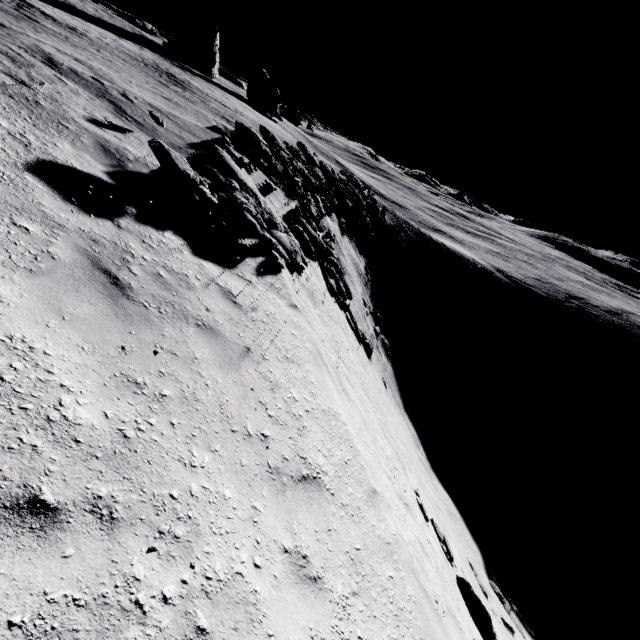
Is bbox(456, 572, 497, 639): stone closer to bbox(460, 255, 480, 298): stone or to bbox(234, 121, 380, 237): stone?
bbox(234, 121, 380, 237): stone

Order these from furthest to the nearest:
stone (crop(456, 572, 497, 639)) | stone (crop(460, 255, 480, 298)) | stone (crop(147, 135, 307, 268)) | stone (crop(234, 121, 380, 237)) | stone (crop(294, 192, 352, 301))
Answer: stone (crop(460, 255, 480, 298))
stone (crop(234, 121, 380, 237))
stone (crop(294, 192, 352, 301))
stone (crop(456, 572, 497, 639))
stone (crop(147, 135, 307, 268))

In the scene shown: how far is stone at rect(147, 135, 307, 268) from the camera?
6.34m

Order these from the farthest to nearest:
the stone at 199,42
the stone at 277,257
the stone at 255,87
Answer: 1. the stone at 255,87
2. the stone at 199,42
3. the stone at 277,257

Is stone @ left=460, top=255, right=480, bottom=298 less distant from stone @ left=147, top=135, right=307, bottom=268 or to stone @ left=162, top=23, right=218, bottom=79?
stone @ left=147, top=135, right=307, bottom=268

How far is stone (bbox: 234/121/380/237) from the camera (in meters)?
15.70

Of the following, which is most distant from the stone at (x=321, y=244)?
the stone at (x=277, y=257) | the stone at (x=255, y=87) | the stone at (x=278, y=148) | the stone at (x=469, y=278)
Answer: the stone at (x=255, y=87)

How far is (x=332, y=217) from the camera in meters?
23.4 m
